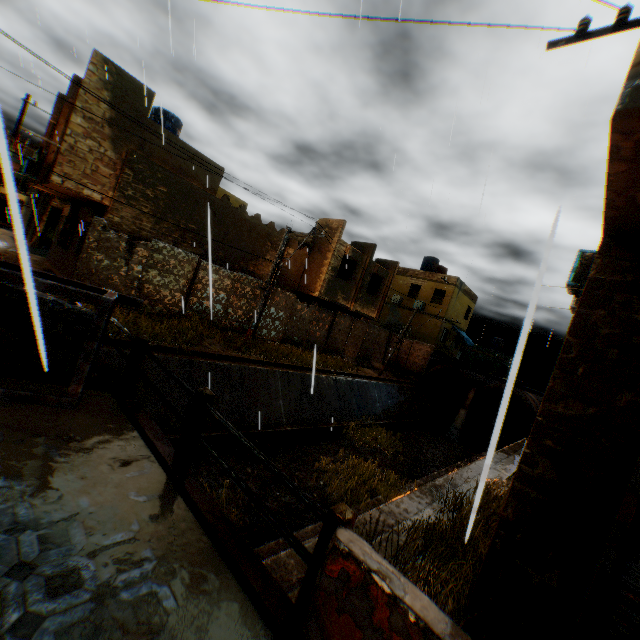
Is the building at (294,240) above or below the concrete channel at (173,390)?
above

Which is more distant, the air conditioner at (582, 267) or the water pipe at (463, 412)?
the water pipe at (463, 412)

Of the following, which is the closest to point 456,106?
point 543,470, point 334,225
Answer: point 543,470

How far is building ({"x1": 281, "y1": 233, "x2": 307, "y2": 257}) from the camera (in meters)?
19.33

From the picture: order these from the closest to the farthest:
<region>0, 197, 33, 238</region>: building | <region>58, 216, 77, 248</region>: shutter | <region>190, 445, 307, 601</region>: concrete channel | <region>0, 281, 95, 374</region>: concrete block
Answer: <region>0, 197, 33, 238</region>: building, <region>190, 445, 307, 601</region>: concrete channel, <region>0, 281, 95, 374</region>: concrete block, <region>58, 216, 77, 248</region>: shutter

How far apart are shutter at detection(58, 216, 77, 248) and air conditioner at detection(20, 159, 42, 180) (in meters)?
1.74

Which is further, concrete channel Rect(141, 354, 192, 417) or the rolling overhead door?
concrete channel Rect(141, 354, 192, 417)

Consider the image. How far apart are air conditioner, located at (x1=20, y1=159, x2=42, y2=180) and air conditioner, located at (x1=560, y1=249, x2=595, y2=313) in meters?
20.3
